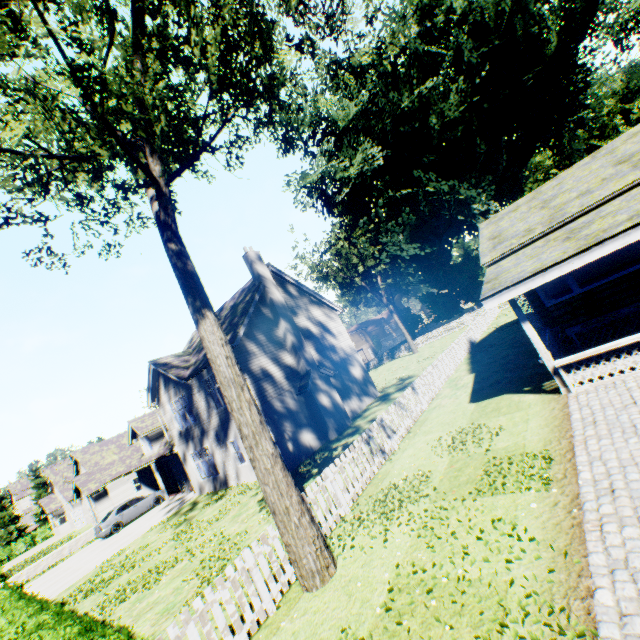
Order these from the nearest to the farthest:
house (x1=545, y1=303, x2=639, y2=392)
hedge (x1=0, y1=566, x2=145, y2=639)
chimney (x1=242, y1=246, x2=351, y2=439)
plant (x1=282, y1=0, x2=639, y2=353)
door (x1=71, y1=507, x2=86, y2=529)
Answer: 1. hedge (x1=0, y1=566, x2=145, y2=639)
2. house (x1=545, y1=303, x2=639, y2=392)
3. chimney (x1=242, y1=246, x2=351, y2=439)
4. plant (x1=282, y1=0, x2=639, y2=353)
5. door (x1=71, y1=507, x2=86, y2=529)

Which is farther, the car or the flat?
the car

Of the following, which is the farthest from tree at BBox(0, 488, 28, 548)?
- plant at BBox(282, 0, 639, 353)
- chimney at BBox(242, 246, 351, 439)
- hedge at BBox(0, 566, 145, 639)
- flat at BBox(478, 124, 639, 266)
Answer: flat at BBox(478, 124, 639, 266)

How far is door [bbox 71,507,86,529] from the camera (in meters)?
37.69

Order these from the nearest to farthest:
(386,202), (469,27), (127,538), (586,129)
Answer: (127,538)
(469,27)
(386,202)
(586,129)

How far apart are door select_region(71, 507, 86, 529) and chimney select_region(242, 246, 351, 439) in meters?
38.7 m

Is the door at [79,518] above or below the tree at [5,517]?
below

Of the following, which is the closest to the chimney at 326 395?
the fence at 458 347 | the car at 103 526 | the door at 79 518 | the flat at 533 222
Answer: the fence at 458 347
